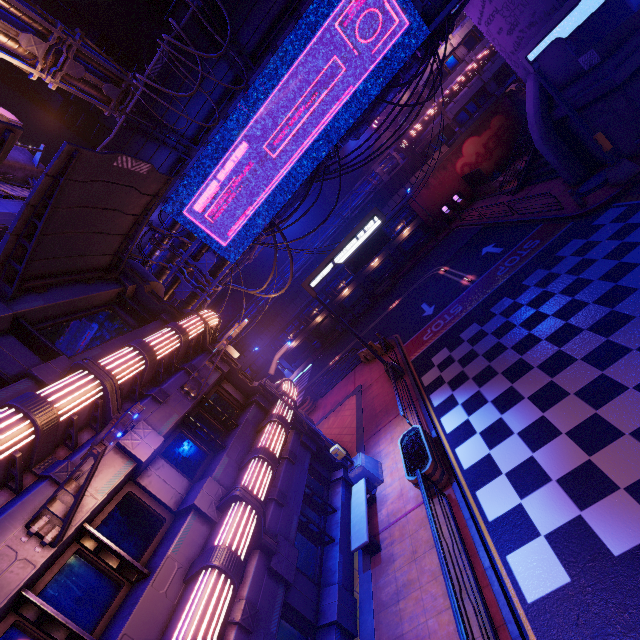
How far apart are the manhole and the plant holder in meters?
14.6

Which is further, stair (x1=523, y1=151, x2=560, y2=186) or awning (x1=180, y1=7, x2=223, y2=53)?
stair (x1=523, y1=151, x2=560, y2=186)

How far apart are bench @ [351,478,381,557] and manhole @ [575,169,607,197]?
17.2m

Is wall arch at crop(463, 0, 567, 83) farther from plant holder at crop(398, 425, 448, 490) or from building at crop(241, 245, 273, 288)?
building at crop(241, 245, 273, 288)

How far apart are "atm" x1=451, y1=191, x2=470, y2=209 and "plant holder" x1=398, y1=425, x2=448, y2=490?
31.4m

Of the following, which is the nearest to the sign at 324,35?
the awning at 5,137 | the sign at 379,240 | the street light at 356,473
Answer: the sign at 379,240

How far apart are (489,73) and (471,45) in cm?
354

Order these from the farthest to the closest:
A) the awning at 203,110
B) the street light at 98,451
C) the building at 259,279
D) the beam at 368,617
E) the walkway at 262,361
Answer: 1. the building at 259,279
2. the walkway at 262,361
3. the awning at 203,110
4. the beam at 368,617
5. the street light at 98,451
